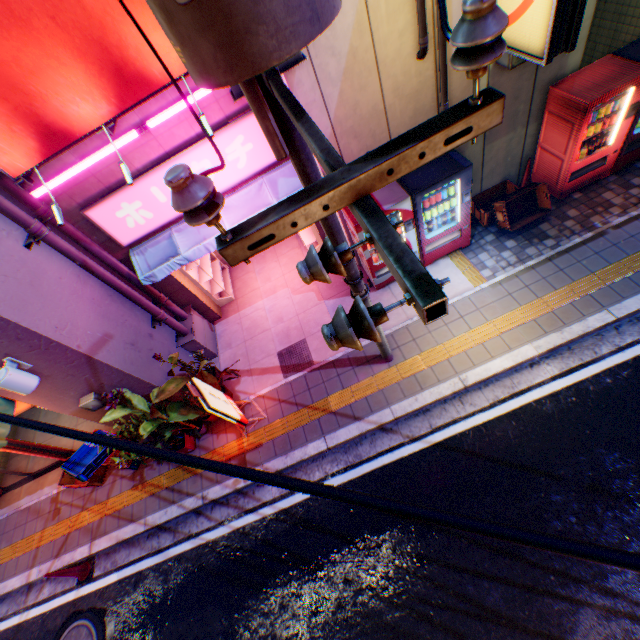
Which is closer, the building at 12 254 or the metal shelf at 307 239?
the building at 12 254

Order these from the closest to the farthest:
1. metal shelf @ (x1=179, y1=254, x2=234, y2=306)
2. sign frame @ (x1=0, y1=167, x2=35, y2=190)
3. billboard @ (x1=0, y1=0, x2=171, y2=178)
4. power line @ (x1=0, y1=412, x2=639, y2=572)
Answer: power line @ (x1=0, y1=412, x2=639, y2=572) → billboard @ (x1=0, y1=0, x2=171, y2=178) → sign frame @ (x1=0, y1=167, x2=35, y2=190) → metal shelf @ (x1=179, y1=254, x2=234, y2=306)

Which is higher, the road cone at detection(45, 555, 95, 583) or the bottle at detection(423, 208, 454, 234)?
the bottle at detection(423, 208, 454, 234)

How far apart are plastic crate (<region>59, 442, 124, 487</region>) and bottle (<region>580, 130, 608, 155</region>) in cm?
→ 1120

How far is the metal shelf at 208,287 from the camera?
8.0 meters

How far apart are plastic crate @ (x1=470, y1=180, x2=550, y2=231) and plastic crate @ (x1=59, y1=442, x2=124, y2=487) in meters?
9.3 m

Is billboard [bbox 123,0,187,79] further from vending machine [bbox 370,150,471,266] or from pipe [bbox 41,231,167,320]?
vending machine [bbox 370,150,471,266]

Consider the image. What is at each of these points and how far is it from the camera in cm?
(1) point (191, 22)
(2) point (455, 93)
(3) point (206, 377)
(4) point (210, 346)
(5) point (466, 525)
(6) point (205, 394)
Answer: (1) electric pole, 124
(2) building, 550
(3) plants, 684
(4) ventilation tube, 798
(5) power line, 87
(6) sign, 556
